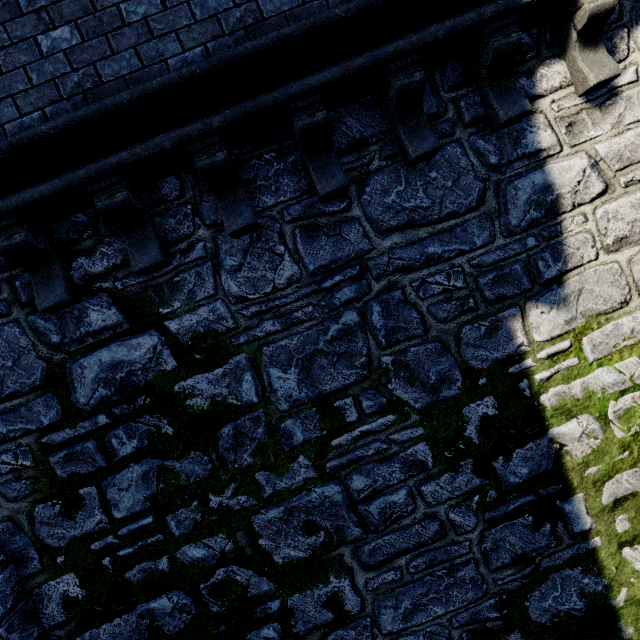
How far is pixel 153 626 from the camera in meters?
3.6
